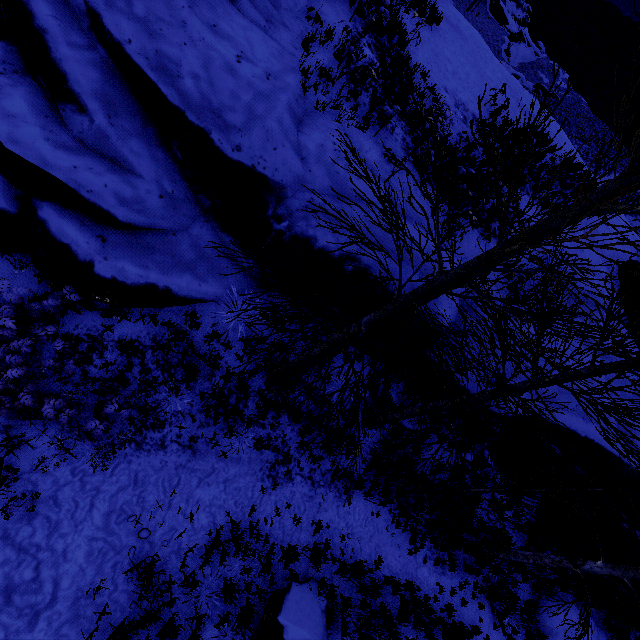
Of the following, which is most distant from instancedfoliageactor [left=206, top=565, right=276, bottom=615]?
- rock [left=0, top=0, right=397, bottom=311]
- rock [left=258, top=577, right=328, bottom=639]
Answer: rock [left=258, top=577, right=328, bottom=639]

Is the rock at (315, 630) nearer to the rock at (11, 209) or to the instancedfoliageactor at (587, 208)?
the instancedfoliageactor at (587, 208)

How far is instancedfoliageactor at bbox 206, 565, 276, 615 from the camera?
5.69m

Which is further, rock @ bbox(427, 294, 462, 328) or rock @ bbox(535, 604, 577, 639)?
rock @ bbox(535, 604, 577, 639)

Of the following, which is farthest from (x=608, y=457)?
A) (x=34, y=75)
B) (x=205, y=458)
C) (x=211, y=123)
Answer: (x=34, y=75)

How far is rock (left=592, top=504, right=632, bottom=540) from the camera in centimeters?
938cm

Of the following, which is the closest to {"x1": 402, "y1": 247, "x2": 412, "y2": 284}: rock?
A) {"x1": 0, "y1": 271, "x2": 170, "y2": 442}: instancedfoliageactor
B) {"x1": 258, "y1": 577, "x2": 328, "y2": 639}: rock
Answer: {"x1": 0, "y1": 271, "x2": 170, "y2": 442}: instancedfoliageactor

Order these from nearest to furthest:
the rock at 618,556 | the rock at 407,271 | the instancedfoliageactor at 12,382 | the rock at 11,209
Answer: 1. the instancedfoliageactor at 12,382
2. the rock at 11,209
3. the rock at 407,271
4. the rock at 618,556
